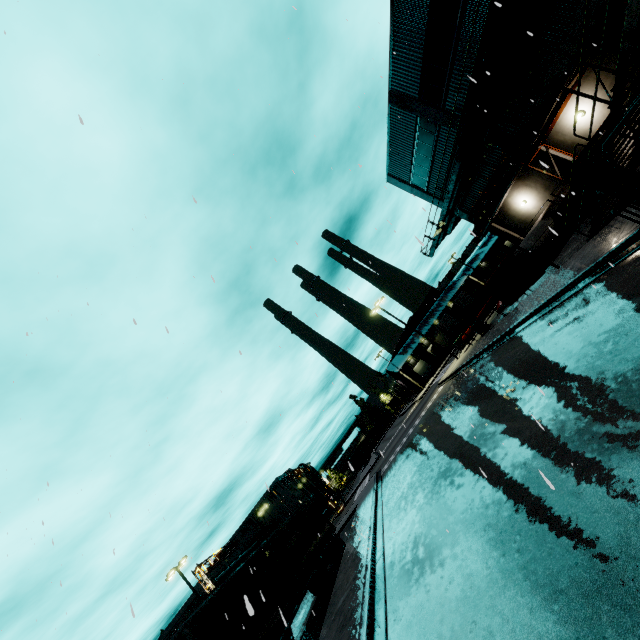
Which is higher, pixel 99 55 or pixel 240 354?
pixel 99 55

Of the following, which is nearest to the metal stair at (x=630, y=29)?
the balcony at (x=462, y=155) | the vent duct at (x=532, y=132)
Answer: the balcony at (x=462, y=155)

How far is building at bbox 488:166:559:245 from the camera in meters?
21.1 m

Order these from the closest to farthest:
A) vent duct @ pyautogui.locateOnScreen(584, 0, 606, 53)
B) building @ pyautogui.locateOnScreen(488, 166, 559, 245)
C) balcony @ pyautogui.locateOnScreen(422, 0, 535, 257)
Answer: vent duct @ pyautogui.locateOnScreen(584, 0, 606, 53) → balcony @ pyautogui.locateOnScreen(422, 0, 535, 257) → building @ pyautogui.locateOnScreen(488, 166, 559, 245)

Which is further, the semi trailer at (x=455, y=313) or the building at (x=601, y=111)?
the semi trailer at (x=455, y=313)

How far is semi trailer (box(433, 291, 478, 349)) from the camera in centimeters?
5134cm

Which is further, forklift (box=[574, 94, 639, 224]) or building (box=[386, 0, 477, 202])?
building (box=[386, 0, 477, 202])
